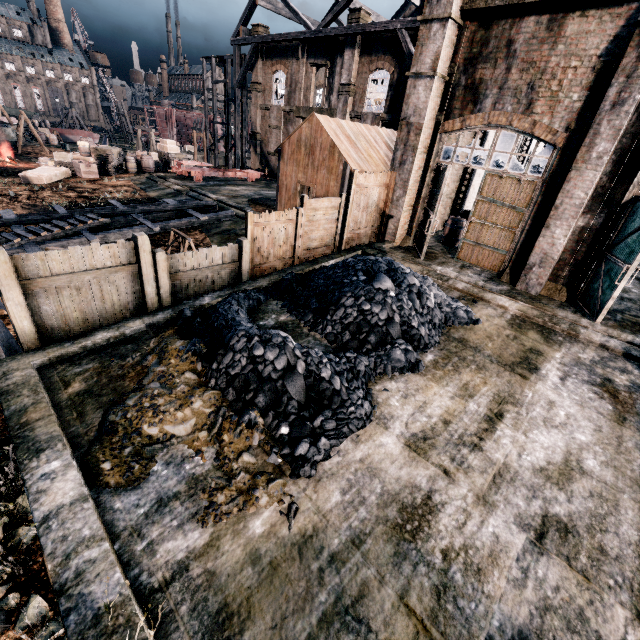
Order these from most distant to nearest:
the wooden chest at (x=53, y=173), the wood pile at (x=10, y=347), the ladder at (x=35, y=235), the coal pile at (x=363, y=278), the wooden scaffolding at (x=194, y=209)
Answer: the wooden chest at (x=53, y=173), the wooden scaffolding at (x=194, y=209), the ladder at (x=35, y=235), the wood pile at (x=10, y=347), the coal pile at (x=363, y=278)

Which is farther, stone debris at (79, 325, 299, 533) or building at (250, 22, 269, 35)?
building at (250, 22, 269, 35)

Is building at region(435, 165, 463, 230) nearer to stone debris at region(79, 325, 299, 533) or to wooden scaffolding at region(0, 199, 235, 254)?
wooden scaffolding at region(0, 199, 235, 254)

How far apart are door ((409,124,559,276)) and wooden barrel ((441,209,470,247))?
1.75m

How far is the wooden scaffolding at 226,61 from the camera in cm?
3591

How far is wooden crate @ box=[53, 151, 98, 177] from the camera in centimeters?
2538cm

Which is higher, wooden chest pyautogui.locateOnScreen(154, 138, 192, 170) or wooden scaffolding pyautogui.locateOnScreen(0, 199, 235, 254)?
wooden chest pyautogui.locateOnScreen(154, 138, 192, 170)

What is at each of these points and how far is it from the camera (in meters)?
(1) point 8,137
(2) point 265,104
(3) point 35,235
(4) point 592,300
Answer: (1) rail car container, 35.84
(2) building, 33.34
(3) ladder, 13.84
(4) door, 10.42
